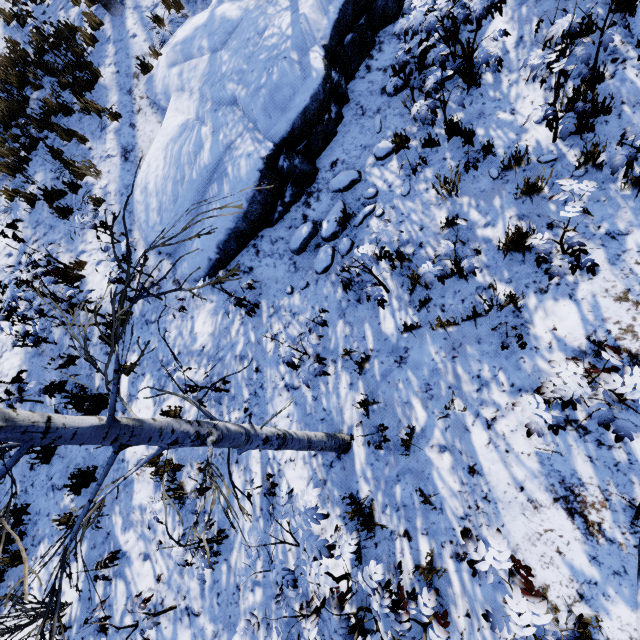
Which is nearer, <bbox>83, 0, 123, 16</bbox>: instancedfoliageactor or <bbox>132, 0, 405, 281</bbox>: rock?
<bbox>132, 0, 405, 281</bbox>: rock

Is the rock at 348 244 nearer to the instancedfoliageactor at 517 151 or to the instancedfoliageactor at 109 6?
the instancedfoliageactor at 109 6

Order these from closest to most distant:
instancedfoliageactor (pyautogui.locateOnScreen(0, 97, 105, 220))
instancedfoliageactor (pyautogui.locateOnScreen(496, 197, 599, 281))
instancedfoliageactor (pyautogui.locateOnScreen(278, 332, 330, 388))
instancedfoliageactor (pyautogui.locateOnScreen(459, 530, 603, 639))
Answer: instancedfoliageactor (pyautogui.locateOnScreen(459, 530, 603, 639)) < instancedfoliageactor (pyautogui.locateOnScreen(496, 197, 599, 281)) < instancedfoliageactor (pyautogui.locateOnScreen(278, 332, 330, 388)) < instancedfoliageactor (pyautogui.locateOnScreen(0, 97, 105, 220))

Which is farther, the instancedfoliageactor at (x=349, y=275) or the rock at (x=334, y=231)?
the rock at (x=334, y=231)

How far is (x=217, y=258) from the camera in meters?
5.4 m

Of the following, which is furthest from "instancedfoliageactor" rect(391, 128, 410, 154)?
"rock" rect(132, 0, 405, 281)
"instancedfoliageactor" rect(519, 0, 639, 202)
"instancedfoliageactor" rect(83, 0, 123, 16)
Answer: "instancedfoliageactor" rect(83, 0, 123, 16)

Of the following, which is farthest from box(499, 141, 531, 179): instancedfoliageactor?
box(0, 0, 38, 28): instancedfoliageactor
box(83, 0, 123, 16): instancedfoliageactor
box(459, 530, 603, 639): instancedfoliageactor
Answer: box(83, 0, 123, 16): instancedfoliageactor

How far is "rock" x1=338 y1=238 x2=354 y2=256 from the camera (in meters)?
4.79
